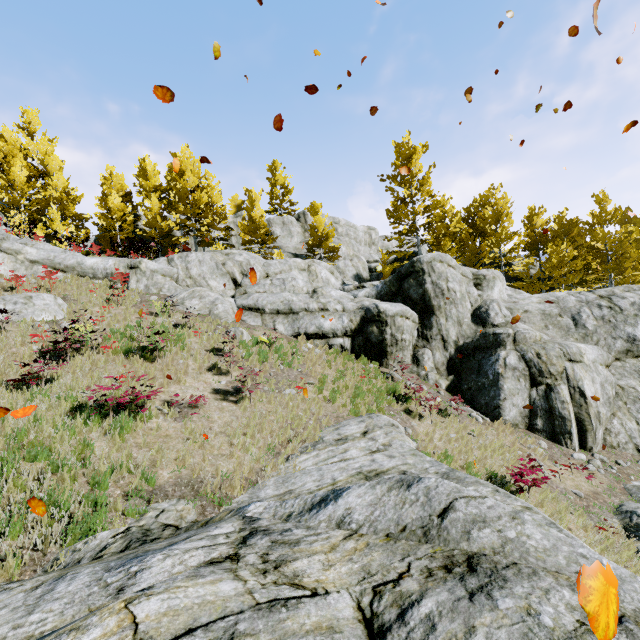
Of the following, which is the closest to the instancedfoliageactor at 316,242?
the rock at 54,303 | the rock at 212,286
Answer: the rock at 212,286

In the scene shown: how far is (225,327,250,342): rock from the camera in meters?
13.9 m

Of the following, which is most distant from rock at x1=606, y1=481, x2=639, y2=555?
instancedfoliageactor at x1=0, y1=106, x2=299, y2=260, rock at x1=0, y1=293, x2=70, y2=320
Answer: rock at x1=0, y1=293, x2=70, y2=320

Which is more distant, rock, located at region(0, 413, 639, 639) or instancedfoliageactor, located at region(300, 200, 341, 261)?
instancedfoliageactor, located at region(300, 200, 341, 261)

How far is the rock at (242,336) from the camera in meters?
13.9

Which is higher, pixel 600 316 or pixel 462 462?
pixel 600 316
